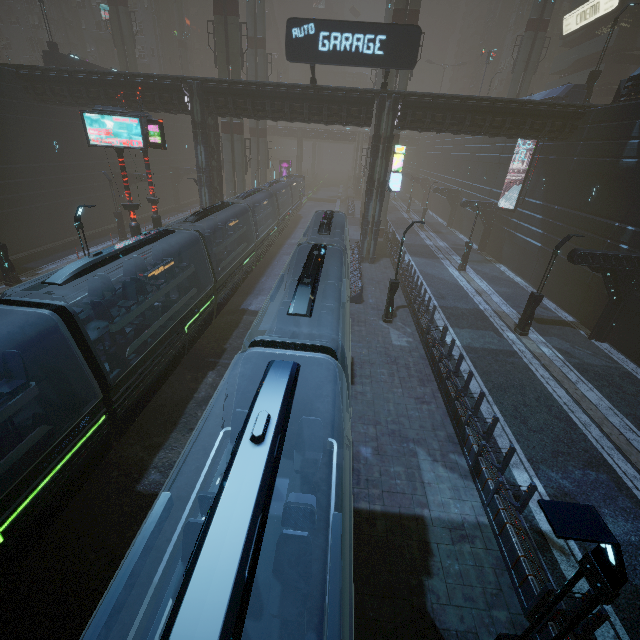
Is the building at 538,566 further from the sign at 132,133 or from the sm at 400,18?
the sign at 132,133

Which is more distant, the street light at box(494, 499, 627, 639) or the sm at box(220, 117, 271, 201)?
the sm at box(220, 117, 271, 201)

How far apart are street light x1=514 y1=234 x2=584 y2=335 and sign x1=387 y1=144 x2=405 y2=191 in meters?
12.1 m

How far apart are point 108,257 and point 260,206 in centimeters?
1872cm

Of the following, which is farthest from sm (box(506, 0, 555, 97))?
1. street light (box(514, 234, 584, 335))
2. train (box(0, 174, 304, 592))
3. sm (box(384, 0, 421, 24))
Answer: train (box(0, 174, 304, 592))

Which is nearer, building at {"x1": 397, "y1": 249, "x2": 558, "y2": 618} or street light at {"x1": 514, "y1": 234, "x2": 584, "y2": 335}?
building at {"x1": 397, "y1": 249, "x2": 558, "y2": 618}

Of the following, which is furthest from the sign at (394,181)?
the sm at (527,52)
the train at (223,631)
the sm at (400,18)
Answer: the sm at (527,52)

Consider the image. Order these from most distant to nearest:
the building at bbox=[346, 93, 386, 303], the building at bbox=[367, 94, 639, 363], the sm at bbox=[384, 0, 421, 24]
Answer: the sm at bbox=[384, 0, 421, 24] → the building at bbox=[346, 93, 386, 303] → the building at bbox=[367, 94, 639, 363]
